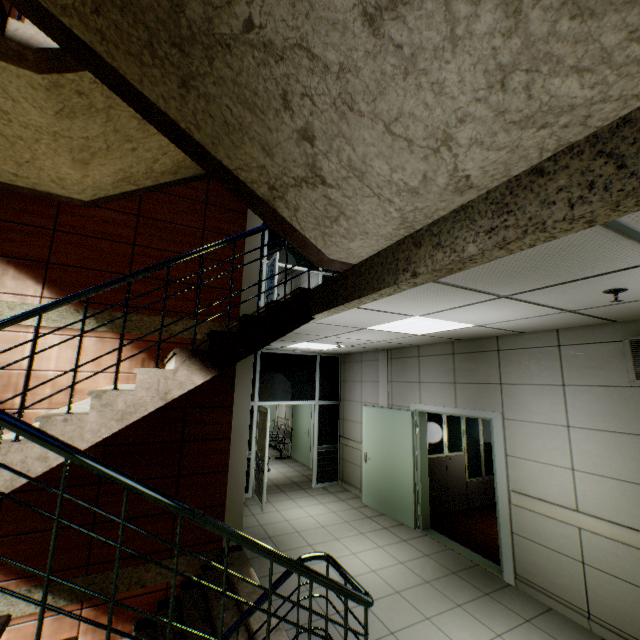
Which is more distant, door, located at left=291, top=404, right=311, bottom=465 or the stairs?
door, located at left=291, top=404, right=311, bottom=465

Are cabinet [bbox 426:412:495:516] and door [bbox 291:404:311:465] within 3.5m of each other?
no

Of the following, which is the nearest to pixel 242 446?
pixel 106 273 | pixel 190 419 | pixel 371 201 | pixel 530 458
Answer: pixel 190 419

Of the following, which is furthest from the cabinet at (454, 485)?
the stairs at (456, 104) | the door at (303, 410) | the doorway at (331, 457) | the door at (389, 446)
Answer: the door at (303, 410)

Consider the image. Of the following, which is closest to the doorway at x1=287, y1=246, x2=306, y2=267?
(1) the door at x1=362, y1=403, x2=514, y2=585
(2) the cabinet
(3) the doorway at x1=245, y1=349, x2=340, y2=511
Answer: (3) the doorway at x1=245, y1=349, x2=340, y2=511

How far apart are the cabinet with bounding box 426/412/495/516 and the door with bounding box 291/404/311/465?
4.27m

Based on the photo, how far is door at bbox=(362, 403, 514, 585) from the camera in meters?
4.4

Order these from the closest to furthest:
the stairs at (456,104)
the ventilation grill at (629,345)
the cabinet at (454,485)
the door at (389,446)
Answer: the stairs at (456,104)
the ventilation grill at (629,345)
the door at (389,446)
the cabinet at (454,485)
